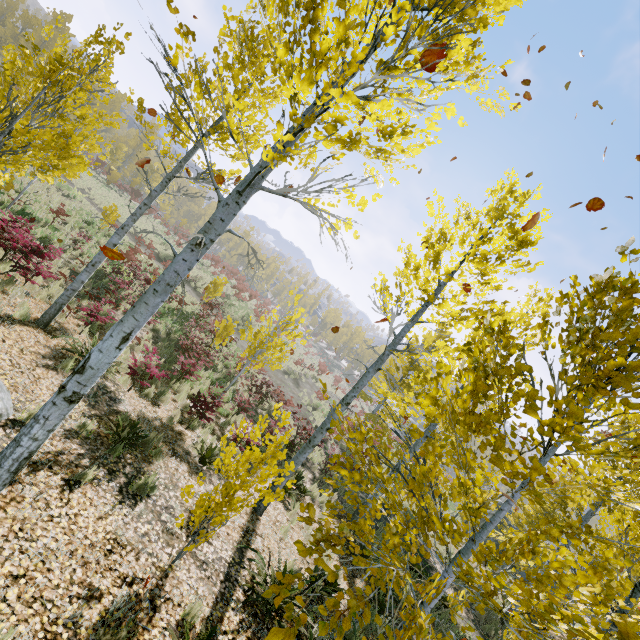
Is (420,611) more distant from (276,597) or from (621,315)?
(621,315)

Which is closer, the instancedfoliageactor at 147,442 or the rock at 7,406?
the rock at 7,406

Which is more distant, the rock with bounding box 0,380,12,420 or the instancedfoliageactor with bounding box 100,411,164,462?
the instancedfoliageactor with bounding box 100,411,164,462

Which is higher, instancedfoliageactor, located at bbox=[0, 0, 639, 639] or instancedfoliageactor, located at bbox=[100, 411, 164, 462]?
instancedfoliageactor, located at bbox=[0, 0, 639, 639]

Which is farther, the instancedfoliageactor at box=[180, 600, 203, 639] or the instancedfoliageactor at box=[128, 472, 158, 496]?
the instancedfoliageactor at box=[128, 472, 158, 496]

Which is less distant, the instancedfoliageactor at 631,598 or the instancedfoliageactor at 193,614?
the instancedfoliageactor at 631,598

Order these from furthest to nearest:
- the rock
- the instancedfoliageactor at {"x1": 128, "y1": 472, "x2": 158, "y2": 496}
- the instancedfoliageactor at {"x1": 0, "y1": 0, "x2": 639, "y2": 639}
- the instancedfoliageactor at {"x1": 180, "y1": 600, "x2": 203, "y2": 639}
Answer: the instancedfoliageactor at {"x1": 128, "y1": 472, "x2": 158, "y2": 496} < the rock < the instancedfoliageactor at {"x1": 180, "y1": 600, "x2": 203, "y2": 639} < the instancedfoliageactor at {"x1": 0, "y1": 0, "x2": 639, "y2": 639}

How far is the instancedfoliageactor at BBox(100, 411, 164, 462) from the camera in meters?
5.5 m
